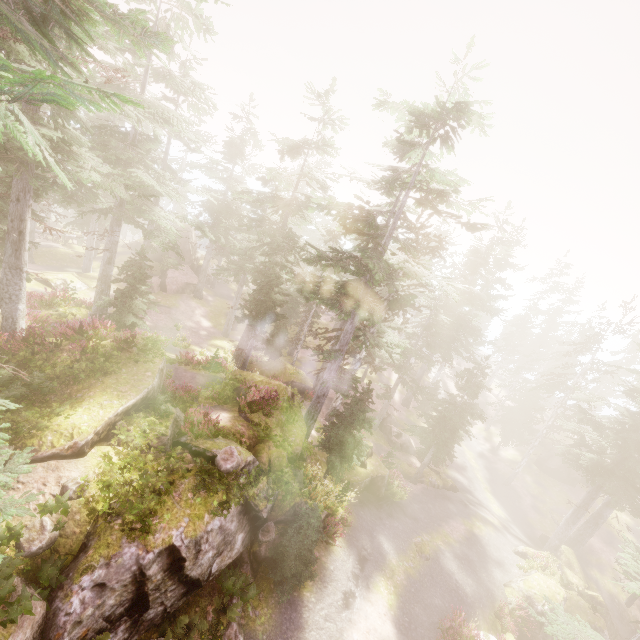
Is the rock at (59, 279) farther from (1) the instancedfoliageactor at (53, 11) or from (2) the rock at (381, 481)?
(2) the rock at (381, 481)

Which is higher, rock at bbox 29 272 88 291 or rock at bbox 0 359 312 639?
rock at bbox 0 359 312 639

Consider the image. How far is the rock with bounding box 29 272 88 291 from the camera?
28.50m

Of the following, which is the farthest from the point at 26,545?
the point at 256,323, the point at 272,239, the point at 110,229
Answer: the point at 272,239

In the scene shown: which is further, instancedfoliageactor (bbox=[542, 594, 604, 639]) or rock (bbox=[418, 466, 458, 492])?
rock (bbox=[418, 466, 458, 492])

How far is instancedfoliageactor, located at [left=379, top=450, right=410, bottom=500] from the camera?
22.3 meters

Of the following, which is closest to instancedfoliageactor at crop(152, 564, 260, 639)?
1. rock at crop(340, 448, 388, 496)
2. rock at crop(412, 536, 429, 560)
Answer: rock at crop(340, 448, 388, 496)

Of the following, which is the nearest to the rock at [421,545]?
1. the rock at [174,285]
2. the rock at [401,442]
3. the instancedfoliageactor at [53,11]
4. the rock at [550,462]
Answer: the instancedfoliageactor at [53,11]
